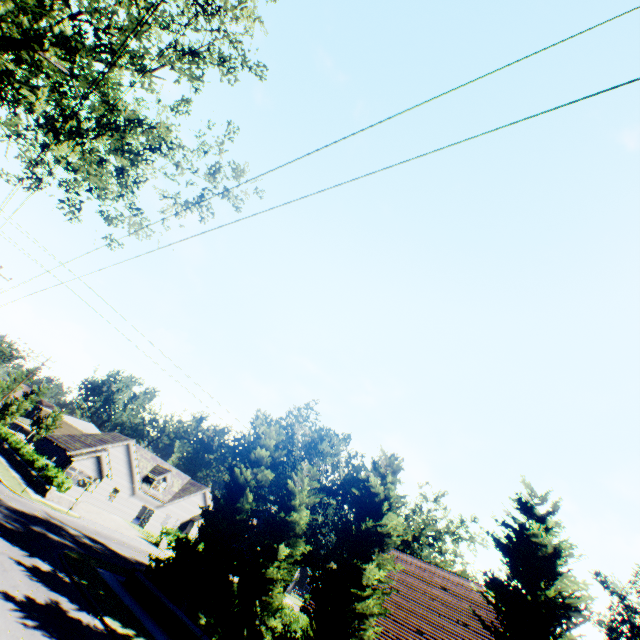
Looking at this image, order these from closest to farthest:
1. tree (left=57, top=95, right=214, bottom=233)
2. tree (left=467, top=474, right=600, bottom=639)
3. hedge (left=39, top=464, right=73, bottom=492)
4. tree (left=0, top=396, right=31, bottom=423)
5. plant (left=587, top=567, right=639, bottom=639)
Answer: tree (left=467, top=474, right=600, bottom=639), tree (left=57, top=95, right=214, bottom=233), hedge (left=39, top=464, right=73, bottom=492), plant (left=587, top=567, right=639, bottom=639), tree (left=0, top=396, right=31, bottom=423)

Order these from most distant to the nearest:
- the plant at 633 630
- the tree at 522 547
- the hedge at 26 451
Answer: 1. the plant at 633 630
2. the hedge at 26 451
3. the tree at 522 547

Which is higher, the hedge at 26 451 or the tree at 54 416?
the tree at 54 416

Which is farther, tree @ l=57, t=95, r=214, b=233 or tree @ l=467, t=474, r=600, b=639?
tree @ l=57, t=95, r=214, b=233

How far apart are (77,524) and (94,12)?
31.6 meters

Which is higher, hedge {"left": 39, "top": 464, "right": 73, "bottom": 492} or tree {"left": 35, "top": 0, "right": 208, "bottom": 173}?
tree {"left": 35, "top": 0, "right": 208, "bottom": 173}

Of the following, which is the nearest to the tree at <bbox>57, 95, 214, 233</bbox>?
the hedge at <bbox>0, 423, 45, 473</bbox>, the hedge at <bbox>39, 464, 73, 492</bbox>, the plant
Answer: the plant
